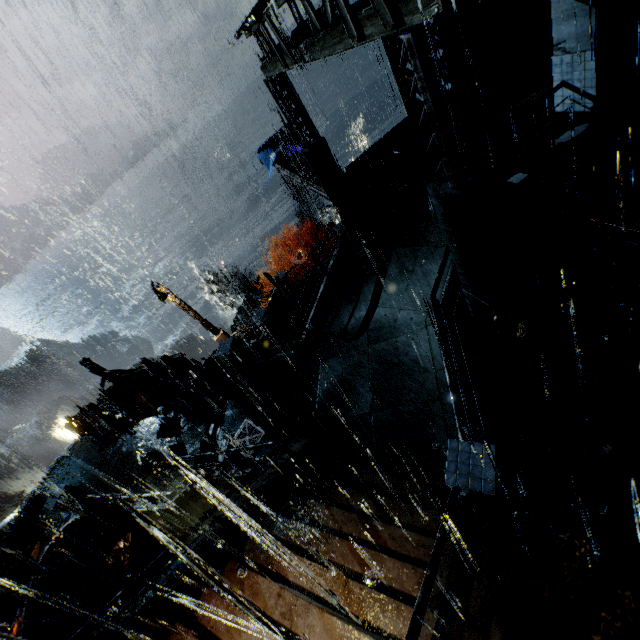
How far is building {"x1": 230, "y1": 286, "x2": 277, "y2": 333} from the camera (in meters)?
21.30

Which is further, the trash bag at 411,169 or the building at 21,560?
the building at 21,560

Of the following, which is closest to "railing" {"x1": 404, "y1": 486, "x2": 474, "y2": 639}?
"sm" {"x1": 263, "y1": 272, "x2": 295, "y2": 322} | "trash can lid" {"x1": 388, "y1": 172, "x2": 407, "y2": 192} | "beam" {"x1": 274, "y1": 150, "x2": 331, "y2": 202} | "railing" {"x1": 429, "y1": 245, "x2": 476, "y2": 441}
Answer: "railing" {"x1": 429, "y1": 245, "x2": 476, "y2": 441}

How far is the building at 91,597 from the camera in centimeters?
1500cm

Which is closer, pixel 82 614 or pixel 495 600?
pixel 495 600

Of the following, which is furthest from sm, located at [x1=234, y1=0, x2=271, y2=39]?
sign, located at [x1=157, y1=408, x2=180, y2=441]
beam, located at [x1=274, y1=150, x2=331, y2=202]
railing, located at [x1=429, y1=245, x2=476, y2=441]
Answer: sign, located at [x1=157, y1=408, x2=180, y2=441]

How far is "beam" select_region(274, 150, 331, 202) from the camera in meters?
15.3

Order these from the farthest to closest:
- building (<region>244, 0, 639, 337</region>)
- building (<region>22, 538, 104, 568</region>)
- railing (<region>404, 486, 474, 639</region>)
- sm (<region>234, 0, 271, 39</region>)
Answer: building (<region>22, 538, 104, 568</region>) → sm (<region>234, 0, 271, 39</region>) → building (<region>244, 0, 639, 337</region>) → railing (<region>404, 486, 474, 639</region>)
